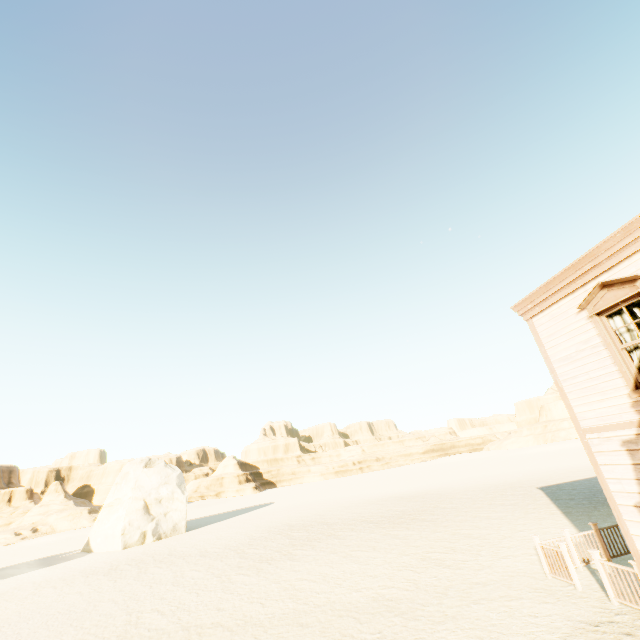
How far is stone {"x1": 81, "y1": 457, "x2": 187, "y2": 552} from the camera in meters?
26.9

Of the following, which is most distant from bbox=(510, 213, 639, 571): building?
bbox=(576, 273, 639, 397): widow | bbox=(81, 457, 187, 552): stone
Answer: bbox=(81, 457, 187, 552): stone

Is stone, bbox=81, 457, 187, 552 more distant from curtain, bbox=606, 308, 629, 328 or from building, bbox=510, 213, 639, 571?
curtain, bbox=606, 308, 629, 328

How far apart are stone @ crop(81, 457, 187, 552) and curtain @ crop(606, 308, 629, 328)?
34.06m

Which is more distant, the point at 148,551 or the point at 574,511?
the point at 148,551

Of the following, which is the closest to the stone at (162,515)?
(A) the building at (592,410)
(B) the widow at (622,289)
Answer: (A) the building at (592,410)

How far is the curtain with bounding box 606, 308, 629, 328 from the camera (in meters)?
6.66

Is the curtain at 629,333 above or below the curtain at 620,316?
below
